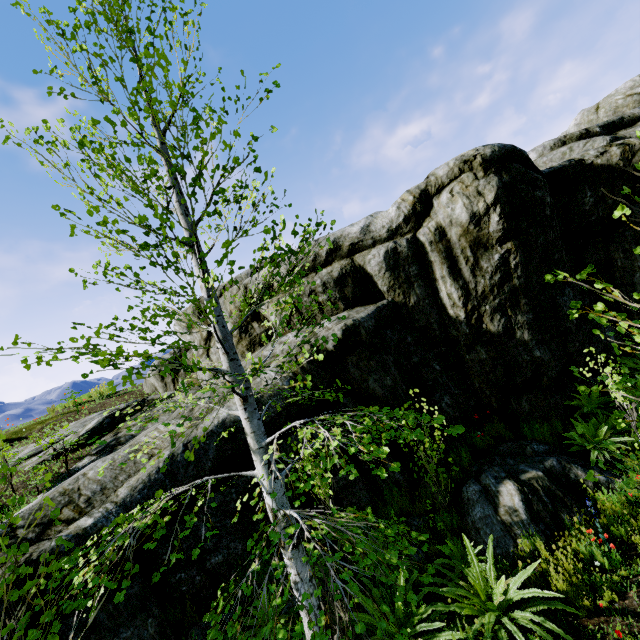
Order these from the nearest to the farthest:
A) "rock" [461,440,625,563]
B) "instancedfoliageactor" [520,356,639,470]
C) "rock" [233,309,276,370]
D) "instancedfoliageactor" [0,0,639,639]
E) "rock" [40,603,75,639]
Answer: "instancedfoliageactor" [520,356,639,470] < "instancedfoliageactor" [0,0,639,639] < "rock" [40,603,75,639] < "rock" [461,440,625,563] < "rock" [233,309,276,370]

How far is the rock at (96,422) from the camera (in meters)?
4.93

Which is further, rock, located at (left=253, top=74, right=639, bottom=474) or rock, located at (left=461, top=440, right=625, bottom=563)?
rock, located at (left=253, top=74, right=639, bottom=474)

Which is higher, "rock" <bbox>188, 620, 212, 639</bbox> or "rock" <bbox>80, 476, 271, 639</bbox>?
"rock" <bbox>80, 476, 271, 639</bbox>

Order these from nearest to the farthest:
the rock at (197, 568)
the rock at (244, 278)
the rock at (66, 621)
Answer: the rock at (66, 621) → the rock at (197, 568) → the rock at (244, 278)

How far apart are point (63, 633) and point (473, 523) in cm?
656

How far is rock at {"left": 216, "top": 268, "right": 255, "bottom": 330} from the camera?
10.34m

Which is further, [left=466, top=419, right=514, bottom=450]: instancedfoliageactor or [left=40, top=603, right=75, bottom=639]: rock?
[left=466, top=419, right=514, bottom=450]: instancedfoliageactor
